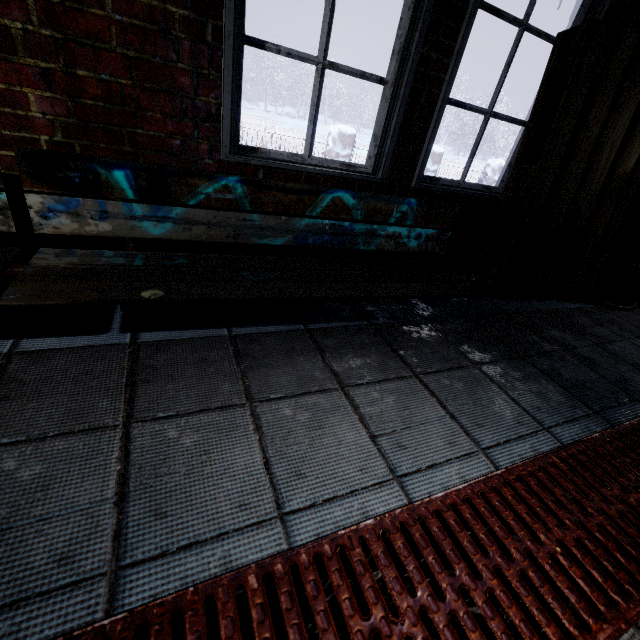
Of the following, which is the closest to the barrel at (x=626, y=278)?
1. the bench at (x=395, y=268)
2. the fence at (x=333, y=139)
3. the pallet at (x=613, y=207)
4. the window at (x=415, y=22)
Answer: the pallet at (x=613, y=207)

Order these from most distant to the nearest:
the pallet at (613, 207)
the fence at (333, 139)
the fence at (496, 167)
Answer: the fence at (496, 167), the fence at (333, 139), the pallet at (613, 207)

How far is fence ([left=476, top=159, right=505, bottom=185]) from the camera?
8.3 meters

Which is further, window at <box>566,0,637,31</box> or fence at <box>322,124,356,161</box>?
fence at <box>322,124,356,161</box>

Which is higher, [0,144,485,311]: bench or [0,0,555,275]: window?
[0,0,555,275]: window

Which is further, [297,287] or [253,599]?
[297,287]

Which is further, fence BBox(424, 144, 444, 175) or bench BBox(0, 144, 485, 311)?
fence BBox(424, 144, 444, 175)
